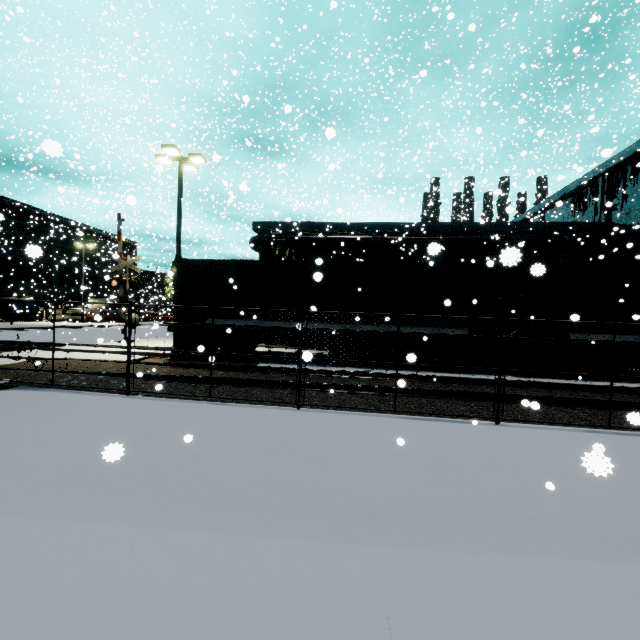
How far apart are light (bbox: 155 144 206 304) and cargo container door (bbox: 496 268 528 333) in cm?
1519

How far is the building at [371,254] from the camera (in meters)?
29.30

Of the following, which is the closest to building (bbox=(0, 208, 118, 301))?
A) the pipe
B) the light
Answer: the pipe

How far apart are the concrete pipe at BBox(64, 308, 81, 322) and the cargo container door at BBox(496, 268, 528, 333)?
49.85m

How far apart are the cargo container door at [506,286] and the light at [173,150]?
15.2m

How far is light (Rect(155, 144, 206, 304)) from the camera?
15.56m

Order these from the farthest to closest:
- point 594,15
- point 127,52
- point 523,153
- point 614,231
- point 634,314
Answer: point 127,52
point 614,231
point 594,15
point 634,314
point 523,153

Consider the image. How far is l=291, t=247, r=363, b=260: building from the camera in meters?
30.0 m
